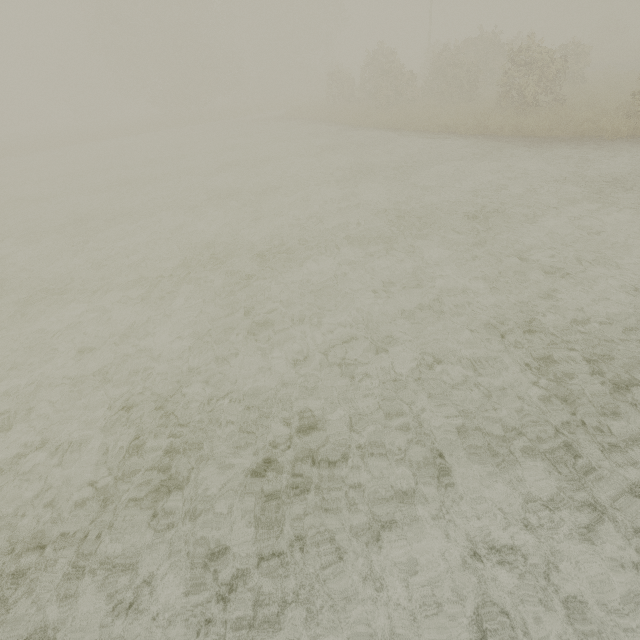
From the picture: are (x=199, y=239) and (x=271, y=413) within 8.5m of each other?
yes
